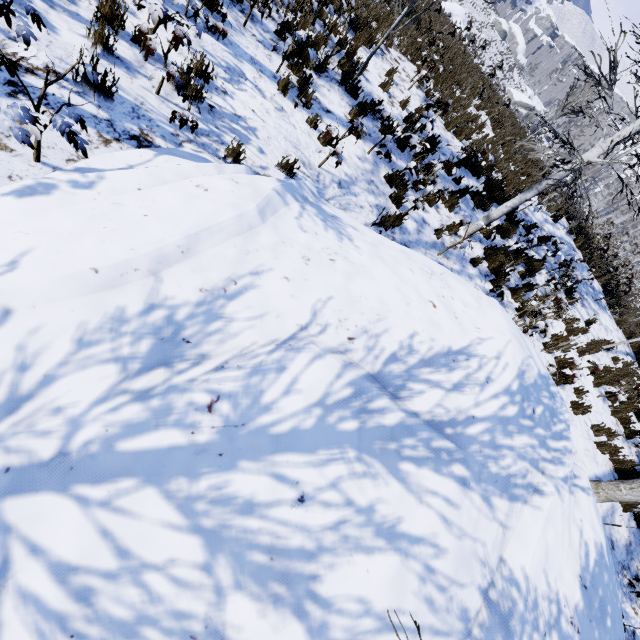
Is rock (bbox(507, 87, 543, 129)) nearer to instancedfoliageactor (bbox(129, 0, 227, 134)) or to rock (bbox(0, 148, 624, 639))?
instancedfoliageactor (bbox(129, 0, 227, 134))

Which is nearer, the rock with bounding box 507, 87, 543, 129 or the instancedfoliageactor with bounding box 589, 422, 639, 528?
the instancedfoliageactor with bounding box 589, 422, 639, 528

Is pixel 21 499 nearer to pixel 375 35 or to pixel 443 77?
pixel 375 35

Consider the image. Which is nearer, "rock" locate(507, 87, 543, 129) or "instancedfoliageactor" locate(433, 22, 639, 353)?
"instancedfoliageactor" locate(433, 22, 639, 353)

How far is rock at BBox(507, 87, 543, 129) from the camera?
49.4 meters

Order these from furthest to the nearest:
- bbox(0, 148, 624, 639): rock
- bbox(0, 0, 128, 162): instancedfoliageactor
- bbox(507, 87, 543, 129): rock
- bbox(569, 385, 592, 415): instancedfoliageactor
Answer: bbox(507, 87, 543, 129): rock, bbox(569, 385, 592, 415): instancedfoliageactor, bbox(0, 0, 128, 162): instancedfoliageactor, bbox(0, 148, 624, 639): rock

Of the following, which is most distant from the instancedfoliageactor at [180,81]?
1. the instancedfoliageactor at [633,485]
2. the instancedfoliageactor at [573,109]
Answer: the instancedfoliageactor at [573,109]

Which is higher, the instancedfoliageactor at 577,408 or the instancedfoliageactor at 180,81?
the instancedfoliageactor at 577,408
